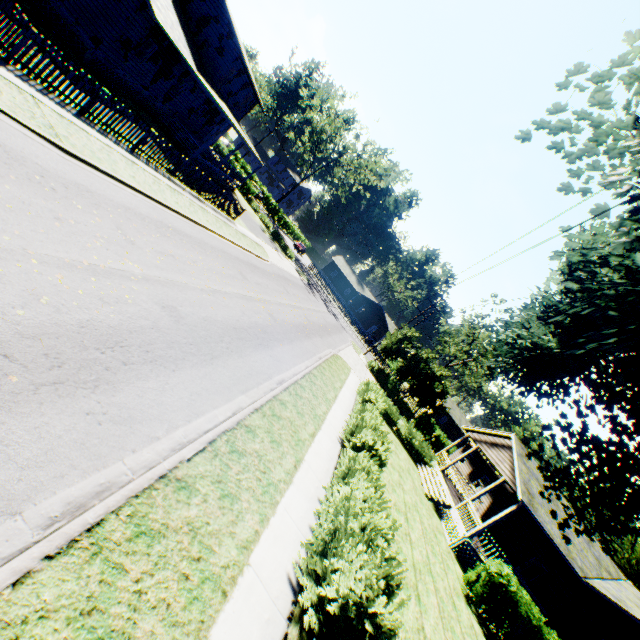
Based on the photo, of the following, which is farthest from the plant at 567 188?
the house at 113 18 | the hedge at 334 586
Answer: the hedge at 334 586

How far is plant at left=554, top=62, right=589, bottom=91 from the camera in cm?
814

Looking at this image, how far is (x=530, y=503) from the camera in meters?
16.0 m

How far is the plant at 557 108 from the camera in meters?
8.2

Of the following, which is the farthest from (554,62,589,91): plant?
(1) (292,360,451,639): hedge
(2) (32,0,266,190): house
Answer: (1) (292,360,451,639): hedge

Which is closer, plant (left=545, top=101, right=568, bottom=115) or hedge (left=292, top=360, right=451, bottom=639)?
hedge (left=292, top=360, right=451, bottom=639)
